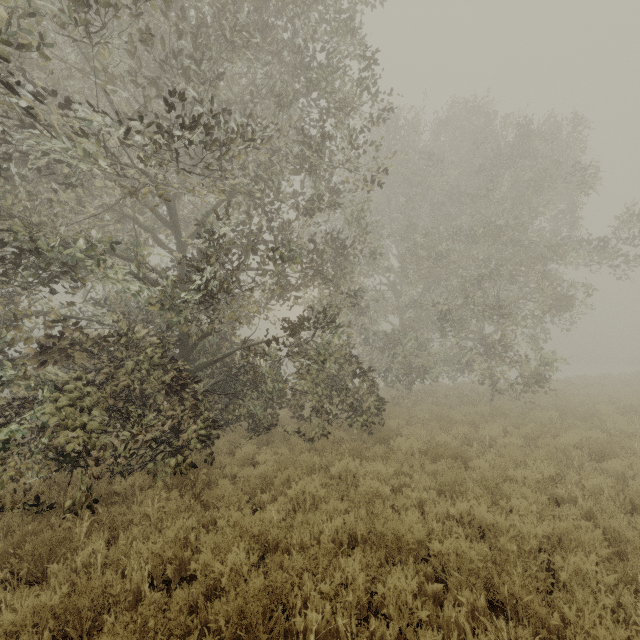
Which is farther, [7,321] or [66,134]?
[7,321]
